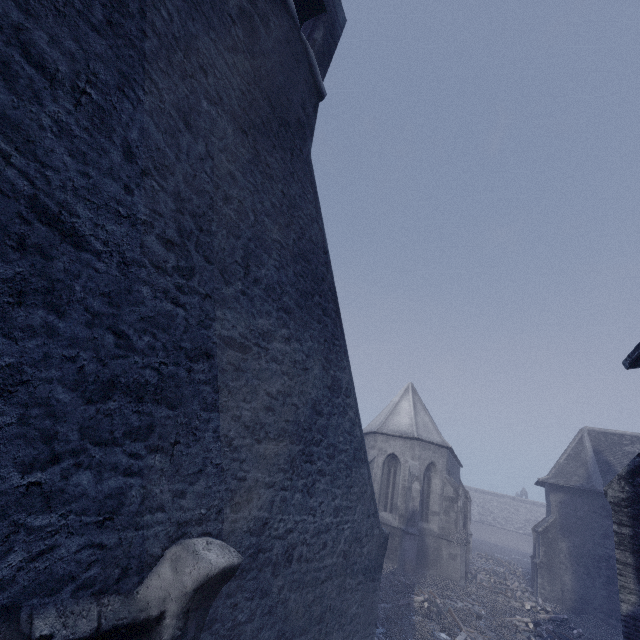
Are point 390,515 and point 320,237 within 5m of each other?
no

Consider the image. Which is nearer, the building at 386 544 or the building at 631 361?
the building at 386 544

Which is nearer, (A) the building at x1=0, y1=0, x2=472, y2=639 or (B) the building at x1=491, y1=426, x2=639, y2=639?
(A) the building at x1=0, y1=0, x2=472, y2=639

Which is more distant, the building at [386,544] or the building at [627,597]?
the building at [627,597]

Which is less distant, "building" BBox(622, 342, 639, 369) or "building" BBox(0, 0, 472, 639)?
"building" BBox(0, 0, 472, 639)
